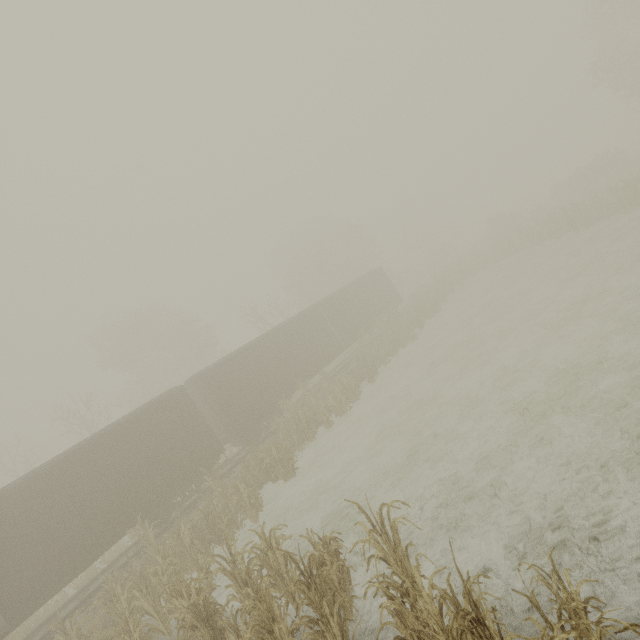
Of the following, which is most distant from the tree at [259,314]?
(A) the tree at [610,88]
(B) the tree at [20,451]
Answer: (A) the tree at [610,88]

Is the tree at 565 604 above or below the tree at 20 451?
below

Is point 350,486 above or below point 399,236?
below

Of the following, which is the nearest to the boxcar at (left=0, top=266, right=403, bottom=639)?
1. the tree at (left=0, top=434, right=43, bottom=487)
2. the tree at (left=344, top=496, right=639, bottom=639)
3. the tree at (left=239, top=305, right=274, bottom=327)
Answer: the tree at (left=344, top=496, right=639, bottom=639)

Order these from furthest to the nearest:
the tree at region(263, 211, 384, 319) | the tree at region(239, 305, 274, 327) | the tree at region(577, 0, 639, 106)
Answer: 1. the tree at region(263, 211, 384, 319)
2. the tree at region(239, 305, 274, 327)
3. the tree at region(577, 0, 639, 106)

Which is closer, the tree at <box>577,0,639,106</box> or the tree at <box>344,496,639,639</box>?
the tree at <box>344,496,639,639</box>

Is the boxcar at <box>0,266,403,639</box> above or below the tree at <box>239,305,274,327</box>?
below

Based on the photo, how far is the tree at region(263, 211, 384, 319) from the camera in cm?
4012
